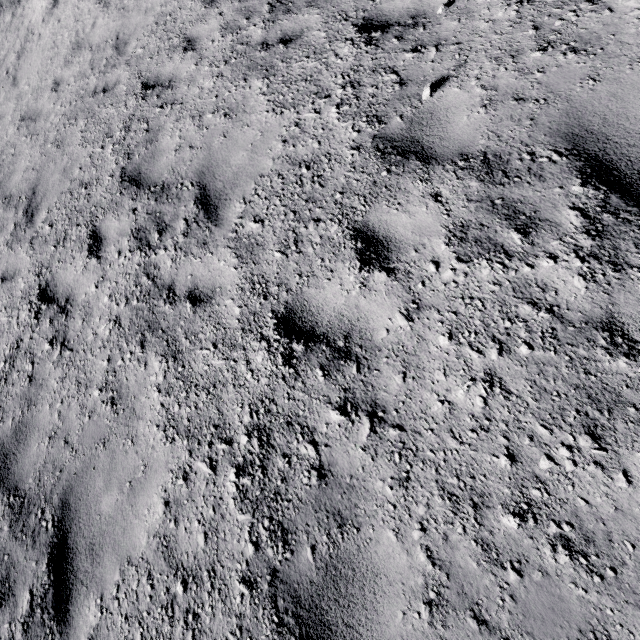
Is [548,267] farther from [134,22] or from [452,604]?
[134,22]
